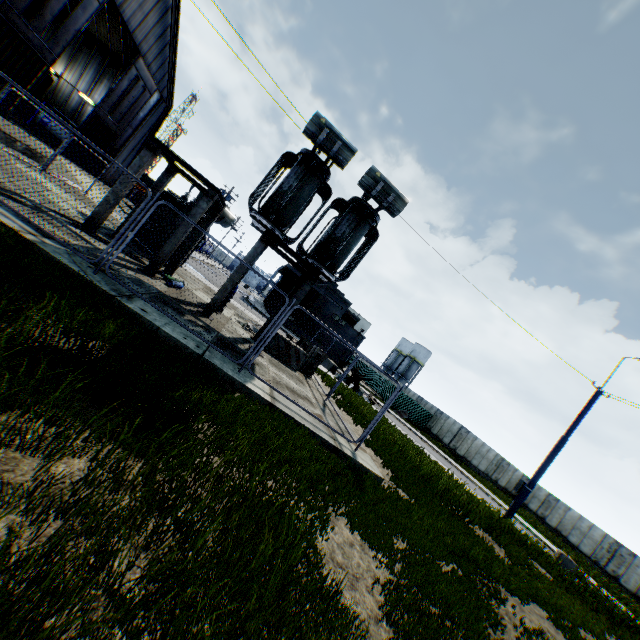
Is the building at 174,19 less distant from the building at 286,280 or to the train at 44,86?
the train at 44,86

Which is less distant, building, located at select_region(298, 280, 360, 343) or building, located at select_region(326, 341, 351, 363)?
building, located at select_region(298, 280, 360, 343)

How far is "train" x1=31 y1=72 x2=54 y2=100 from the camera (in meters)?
24.91

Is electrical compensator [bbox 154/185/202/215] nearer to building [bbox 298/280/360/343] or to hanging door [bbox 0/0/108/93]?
hanging door [bbox 0/0/108/93]

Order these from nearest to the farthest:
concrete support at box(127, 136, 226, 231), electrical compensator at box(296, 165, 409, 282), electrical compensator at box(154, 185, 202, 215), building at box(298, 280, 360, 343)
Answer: concrete support at box(127, 136, 226, 231) < electrical compensator at box(296, 165, 409, 282) < electrical compensator at box(154, 185, 202, 215) < building at box(298, 280, 360, 343)

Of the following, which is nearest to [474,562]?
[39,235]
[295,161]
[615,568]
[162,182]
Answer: [39,235]

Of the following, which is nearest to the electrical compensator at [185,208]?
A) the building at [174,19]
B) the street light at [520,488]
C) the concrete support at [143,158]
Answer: the concrete support at [143,158]

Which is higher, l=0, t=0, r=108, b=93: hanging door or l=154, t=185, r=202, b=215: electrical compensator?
l=0, t=0, r=108, b=93: hanging door
